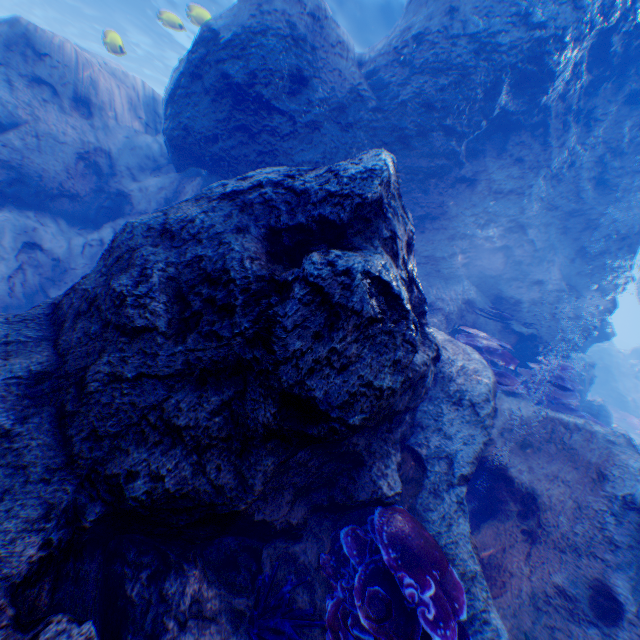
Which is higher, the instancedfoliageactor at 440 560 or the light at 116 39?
the light at 116 39

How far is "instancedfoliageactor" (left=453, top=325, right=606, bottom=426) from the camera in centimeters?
648cm

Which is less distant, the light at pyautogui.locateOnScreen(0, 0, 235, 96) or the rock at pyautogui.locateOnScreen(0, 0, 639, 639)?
the rock at pyautogui.locateOnScreen(0, 0, 639, 639)

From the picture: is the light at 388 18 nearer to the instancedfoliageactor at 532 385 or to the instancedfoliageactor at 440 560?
the instancedfoliageactor at 440 560

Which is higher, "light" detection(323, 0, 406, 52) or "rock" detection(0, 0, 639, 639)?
"light" detection(323, 0, 406, 52)

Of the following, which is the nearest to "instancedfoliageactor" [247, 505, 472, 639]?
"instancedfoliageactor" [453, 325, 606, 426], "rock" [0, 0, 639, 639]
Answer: "rock" [0, 0, 639, 639]

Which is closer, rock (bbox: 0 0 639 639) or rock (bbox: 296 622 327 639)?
rock (bbox: 0 0 639 639)

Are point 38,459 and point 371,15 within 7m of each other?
no
